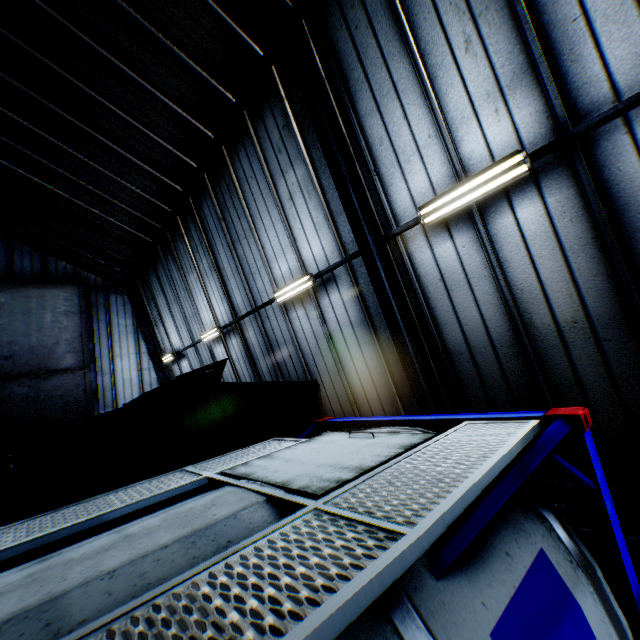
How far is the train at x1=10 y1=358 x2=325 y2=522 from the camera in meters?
2.9

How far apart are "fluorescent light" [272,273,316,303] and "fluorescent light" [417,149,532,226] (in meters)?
3.07

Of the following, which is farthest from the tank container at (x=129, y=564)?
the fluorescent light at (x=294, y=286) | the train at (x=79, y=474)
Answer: the fluorescent light at (x=294, y=286)

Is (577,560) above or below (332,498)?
below

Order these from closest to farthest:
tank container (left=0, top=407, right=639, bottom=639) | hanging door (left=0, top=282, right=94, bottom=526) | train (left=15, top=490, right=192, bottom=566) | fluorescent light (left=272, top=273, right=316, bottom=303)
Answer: tank container (left=0, top=407, right=639, bottom=639), train (left=15, top=490, right=192, bottom=566), fluorescent light (left=272, top=273, right=316, bottom=303), hanging door (left=0, top=282, right=94, bottom=526)

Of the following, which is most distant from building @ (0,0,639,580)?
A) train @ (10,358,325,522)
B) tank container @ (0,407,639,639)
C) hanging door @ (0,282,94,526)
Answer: tank container @ (0,407,639,639)

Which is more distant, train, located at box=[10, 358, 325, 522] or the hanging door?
the hanging door

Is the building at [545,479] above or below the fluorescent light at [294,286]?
below
